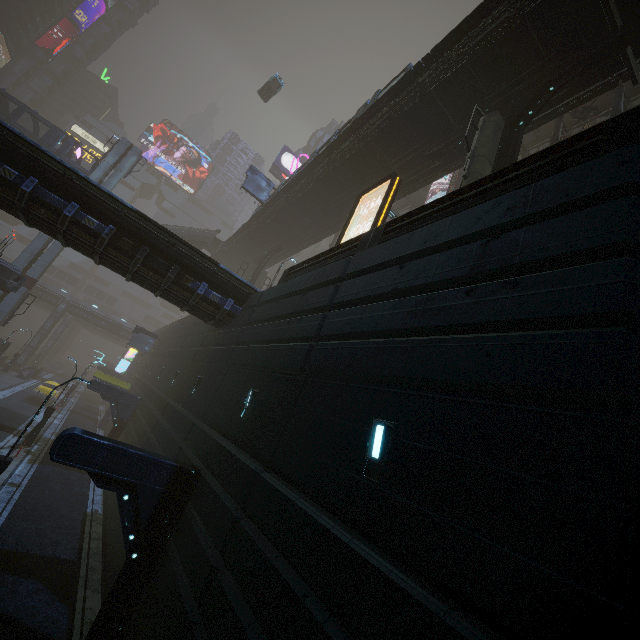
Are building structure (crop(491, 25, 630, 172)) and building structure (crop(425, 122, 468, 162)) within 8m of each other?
yes

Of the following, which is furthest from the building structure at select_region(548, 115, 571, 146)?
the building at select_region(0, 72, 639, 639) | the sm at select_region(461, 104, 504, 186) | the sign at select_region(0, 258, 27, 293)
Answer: the sign at select_region(0, 258, 27, 293)

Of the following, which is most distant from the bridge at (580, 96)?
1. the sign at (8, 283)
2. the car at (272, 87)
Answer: the sign at (8, 283)

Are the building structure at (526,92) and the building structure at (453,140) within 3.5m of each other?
yes

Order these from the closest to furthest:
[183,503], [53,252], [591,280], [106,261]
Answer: [591,280]
[183,503]
[106,261]
[53,252]

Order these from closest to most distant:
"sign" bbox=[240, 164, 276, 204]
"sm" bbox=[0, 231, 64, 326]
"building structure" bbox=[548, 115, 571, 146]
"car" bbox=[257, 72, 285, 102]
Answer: "building structure" bbox=[548, 115, 571, 146] → "sm" bbox=[0, 231, 64, 326] → "sign" bbox=[240, 164, 276, 204] → "car" bbox=[257, 72, 285, 102]

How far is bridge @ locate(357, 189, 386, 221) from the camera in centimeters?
2191cm

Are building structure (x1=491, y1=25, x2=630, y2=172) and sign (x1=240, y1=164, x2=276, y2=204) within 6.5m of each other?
no
